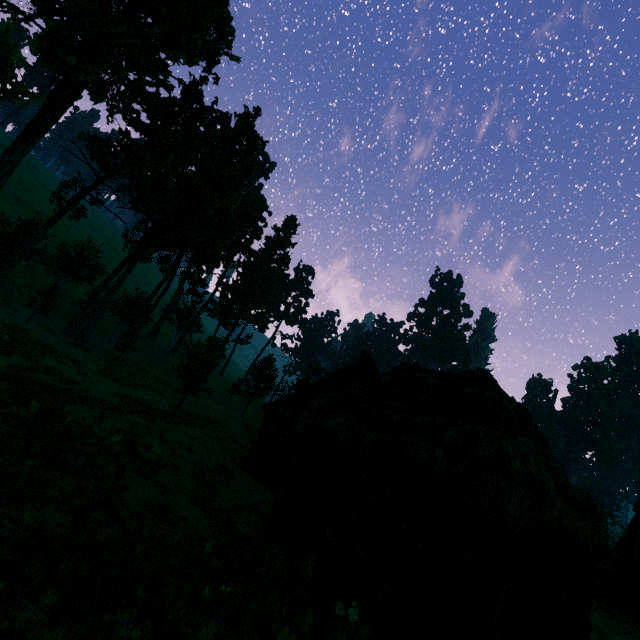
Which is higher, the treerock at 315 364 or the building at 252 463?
the treerock at 315 364

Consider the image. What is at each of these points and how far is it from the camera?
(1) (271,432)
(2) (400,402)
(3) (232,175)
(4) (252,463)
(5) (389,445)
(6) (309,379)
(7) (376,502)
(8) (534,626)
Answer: (1) treerock, 15.6m
(2) building, 9.2m
(3) treerock, 36.8m
(4) building, 16.8m
(5) treerock, 6.8m
(6) treerock, 33.3m
(7) treerock, 6.1m
(8) bp, 6.8m

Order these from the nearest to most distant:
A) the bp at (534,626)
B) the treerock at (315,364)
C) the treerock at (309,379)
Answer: the bp at (534,626)
the treerock at (309,379)
the treerock at (315,364)

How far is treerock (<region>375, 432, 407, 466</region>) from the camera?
6.8m

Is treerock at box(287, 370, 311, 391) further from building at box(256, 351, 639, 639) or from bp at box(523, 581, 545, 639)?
bp at box(523, 581, 545, 639)

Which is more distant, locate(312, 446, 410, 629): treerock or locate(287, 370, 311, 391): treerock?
locate(287, 370, 311, 391): treerock

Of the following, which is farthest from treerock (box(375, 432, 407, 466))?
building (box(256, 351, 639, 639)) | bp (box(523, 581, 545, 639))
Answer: bp (box(523, 581, 545, 639))
